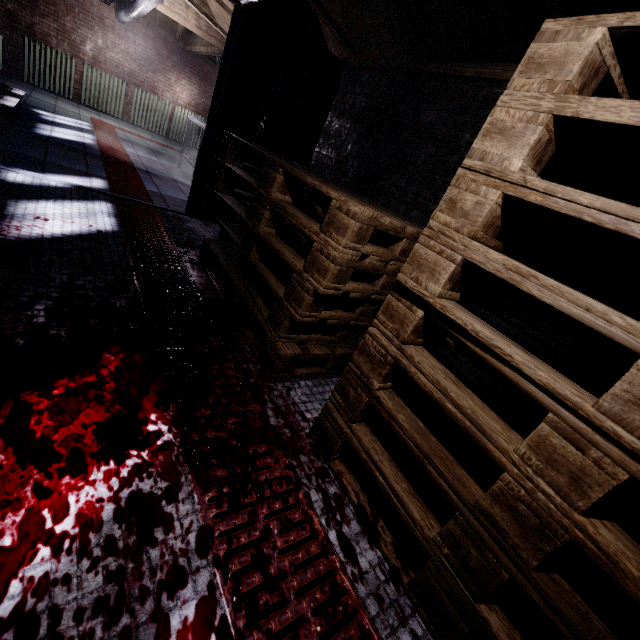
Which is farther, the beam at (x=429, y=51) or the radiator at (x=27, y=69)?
the radiator at (x=27, y=69)

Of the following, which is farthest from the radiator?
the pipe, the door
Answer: the door

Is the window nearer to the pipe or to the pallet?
the pipe

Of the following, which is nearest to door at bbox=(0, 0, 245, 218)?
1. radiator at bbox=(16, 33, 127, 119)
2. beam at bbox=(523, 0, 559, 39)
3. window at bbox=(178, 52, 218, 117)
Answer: beam at bbox=(523, 0, 559, 39)

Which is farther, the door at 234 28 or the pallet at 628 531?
the door at 234 28

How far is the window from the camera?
7.86m

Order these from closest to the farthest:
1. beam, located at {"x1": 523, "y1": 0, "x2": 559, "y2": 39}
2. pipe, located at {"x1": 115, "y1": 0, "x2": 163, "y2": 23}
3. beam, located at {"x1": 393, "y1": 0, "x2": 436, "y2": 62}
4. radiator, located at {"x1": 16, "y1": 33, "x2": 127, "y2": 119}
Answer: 1. beam, located at {"x1": 523, "y1": 0, "x2": 559, "y2": 39}
2. beam, located at {"x1": 393, "y1": 0, "x2": 436, "y2": 62}
3. pipe, located at {"x1": 115, "y1": 0, "x2": 163, "y2": 23}
4. radiator, located at {"x1": 16, "y1": 33, "x2": 127, "y2": 119}

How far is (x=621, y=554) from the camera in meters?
0.7 m
